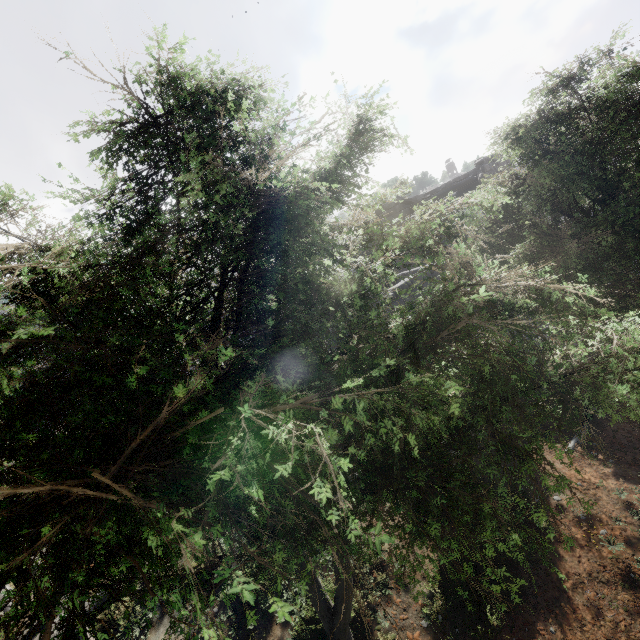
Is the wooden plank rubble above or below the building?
below

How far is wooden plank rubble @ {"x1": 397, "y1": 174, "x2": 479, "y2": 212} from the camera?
16.5 meters

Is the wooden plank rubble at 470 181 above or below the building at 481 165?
below

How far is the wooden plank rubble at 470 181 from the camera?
16.53m

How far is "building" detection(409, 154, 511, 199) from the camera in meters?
16.8

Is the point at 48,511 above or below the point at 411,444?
above
